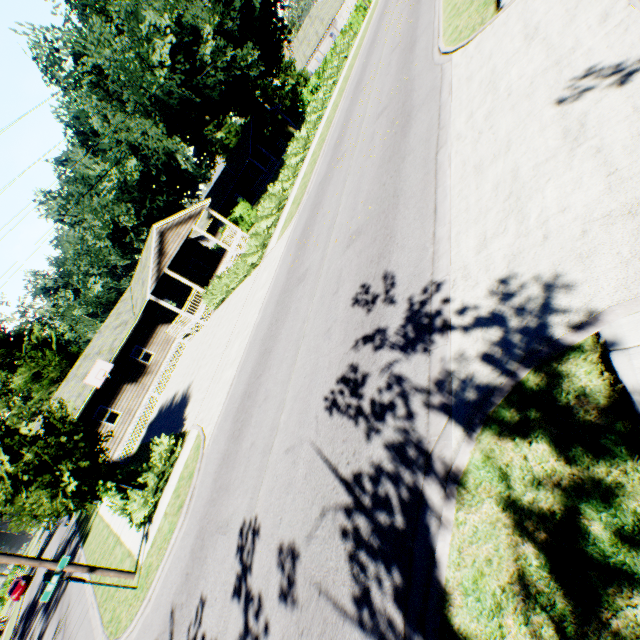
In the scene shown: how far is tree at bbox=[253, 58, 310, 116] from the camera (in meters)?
48.78

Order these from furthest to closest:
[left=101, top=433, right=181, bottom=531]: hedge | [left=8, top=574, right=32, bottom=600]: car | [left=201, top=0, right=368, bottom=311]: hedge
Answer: [left=8, top=574, right=32, bottom=600]: car
[left=201, top=0, right=368, bottom=311]: hedge
[left=101, top=433, right=181, bottom=531]: hedge

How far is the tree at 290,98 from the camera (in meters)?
48.78

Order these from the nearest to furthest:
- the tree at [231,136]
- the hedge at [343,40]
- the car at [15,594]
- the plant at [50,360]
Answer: the hedge at [343,40] < the plant at [50,360] < the car at [15,594] < the tree at [231,136]

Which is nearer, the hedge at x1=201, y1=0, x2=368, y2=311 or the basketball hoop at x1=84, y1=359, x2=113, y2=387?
the hedge at x1=201, y1=0, x2=368, y2=311

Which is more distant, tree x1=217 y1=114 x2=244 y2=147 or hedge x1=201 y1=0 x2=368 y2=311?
tree x1=217 y1=114 x2=244 y2=147

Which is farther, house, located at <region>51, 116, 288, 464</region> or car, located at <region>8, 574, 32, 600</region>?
car, located at <region>8, 574, 32, 600</region>

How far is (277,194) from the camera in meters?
21.3
